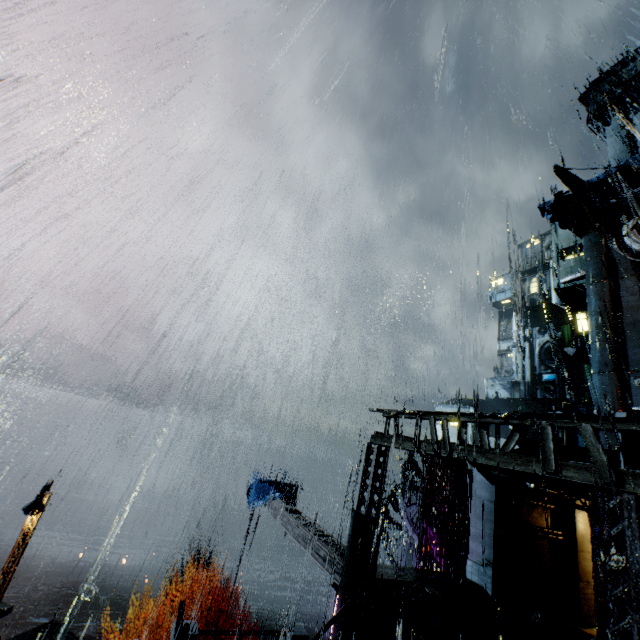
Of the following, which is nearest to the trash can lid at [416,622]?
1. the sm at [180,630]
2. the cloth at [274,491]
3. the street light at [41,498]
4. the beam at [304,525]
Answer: the beam at [304,525]

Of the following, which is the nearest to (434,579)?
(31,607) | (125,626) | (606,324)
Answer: (606,324)

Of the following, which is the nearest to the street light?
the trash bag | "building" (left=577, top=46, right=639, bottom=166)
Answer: "building" (left=577, top=46, right=639, bottom=166)

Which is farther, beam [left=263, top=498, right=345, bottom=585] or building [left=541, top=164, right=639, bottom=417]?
building [left=541, top=164, right=639, bottom=417]

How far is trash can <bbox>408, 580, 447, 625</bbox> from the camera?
11.4 meters

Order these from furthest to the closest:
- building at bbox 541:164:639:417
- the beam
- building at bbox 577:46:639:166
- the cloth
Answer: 1. building at bbox 577:46:639:166
2. building at bbox 541:164:639:417
3. the cloth
4. the beam

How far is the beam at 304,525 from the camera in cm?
1274

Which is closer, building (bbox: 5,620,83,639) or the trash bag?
the trash bag
